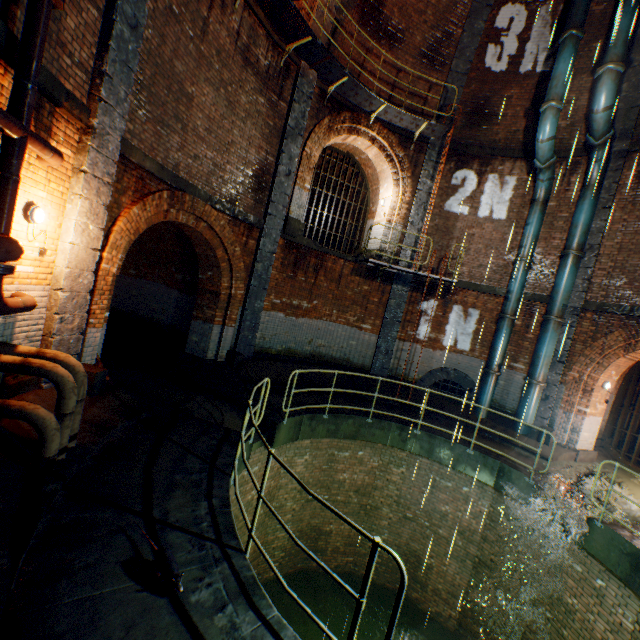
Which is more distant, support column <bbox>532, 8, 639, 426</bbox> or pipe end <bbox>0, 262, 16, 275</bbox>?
support column <bbox>532, 8, 639, 426</bbox>

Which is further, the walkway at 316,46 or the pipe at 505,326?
the pipe at 505,326

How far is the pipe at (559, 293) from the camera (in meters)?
10.14

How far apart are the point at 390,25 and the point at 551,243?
9.22m

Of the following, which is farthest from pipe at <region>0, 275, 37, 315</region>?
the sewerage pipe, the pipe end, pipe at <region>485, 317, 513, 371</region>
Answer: pipe at <region>485, 317, 513, 371</region>

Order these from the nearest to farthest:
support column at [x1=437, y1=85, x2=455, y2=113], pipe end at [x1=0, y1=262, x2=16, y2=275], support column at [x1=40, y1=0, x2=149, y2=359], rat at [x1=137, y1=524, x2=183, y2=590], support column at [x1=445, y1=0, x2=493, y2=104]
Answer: rat at [x1=137, y1=524, x2=183, y2=590]
pipe end at [x1=0, y1=262, x2=16, y2=275]
support column at [x1=40, y1=0, x2=149, y2=359]
support column at [x1=445, y1=0, x2=493, y2=104]
support column at [x1=437, y1=85, x2=455, y2=113]

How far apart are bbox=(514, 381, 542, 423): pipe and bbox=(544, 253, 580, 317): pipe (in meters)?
2.23

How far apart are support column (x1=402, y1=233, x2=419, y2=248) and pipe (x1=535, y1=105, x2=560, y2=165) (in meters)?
2.99
